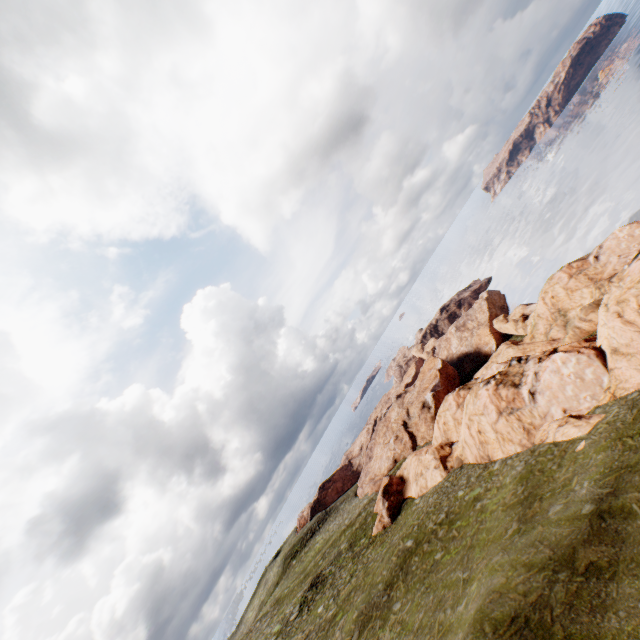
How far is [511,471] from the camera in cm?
2786
